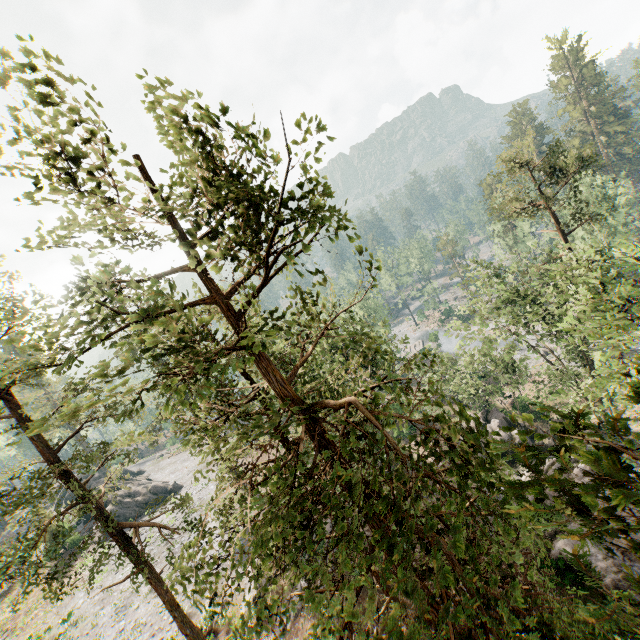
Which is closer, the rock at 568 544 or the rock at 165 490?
the rock at 568 544

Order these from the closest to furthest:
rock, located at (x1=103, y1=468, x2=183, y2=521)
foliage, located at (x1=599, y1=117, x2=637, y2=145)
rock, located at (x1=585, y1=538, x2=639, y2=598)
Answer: rock, located at (x1=585, y1=538, x2=639, y2=598) → rock, located at (x1=103, y1=468, x2=183, y2=521) → foliage, located at (x1=599, y1=117, x2=637, y2=145)

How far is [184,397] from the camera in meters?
5.4 m

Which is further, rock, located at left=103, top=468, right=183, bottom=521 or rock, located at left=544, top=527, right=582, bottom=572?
rock, located at left=103, top=468, right=183, bottom=521

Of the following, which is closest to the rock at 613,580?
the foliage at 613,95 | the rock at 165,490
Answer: the foliage at 613,95

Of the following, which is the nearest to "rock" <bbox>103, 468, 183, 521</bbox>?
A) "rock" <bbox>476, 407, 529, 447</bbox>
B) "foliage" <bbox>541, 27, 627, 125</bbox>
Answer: "foliage" <bbox>541, 27, 627, 125</bbox>

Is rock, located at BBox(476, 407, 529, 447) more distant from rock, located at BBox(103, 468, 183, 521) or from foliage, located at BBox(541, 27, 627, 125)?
rock, located at BBox(103, 468, 183, 521)
